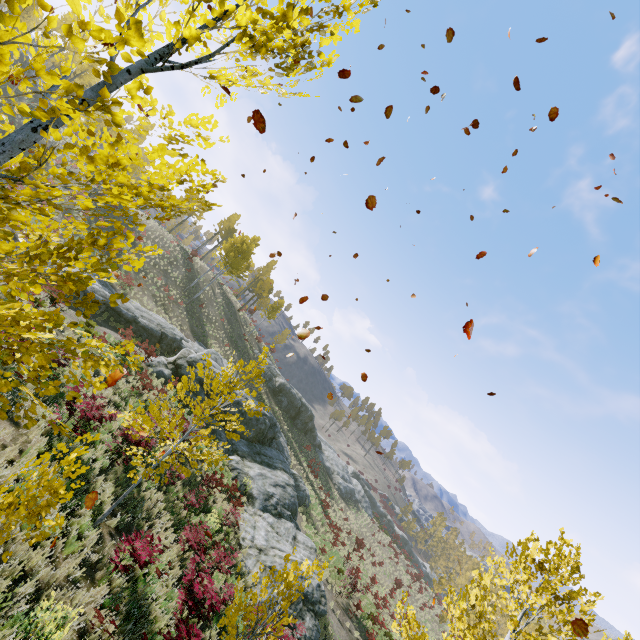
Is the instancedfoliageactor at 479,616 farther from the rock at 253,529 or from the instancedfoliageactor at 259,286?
the instancedfoliageactor at 259,286

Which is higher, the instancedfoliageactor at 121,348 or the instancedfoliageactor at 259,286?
the instancedfoliageactor at 259,286

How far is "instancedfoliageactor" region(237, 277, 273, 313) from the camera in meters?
49.4

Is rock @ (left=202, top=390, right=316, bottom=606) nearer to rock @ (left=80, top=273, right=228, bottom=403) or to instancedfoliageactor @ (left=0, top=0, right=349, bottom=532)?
rock @ (left=80, top=273, right=228, bottom=403)

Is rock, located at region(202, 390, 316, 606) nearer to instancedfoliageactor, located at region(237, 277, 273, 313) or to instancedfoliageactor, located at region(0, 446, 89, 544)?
instancedfoliageactor, located at region(0, 446, 89, 544)

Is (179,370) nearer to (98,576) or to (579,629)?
(98,576)
